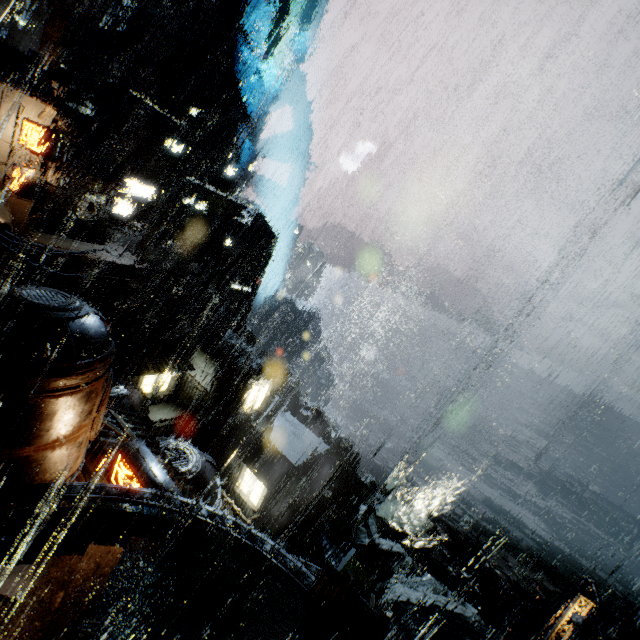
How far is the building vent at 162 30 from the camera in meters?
36.0 m

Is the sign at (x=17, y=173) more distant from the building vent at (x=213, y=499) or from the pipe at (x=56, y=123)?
the building vent at (x=213, y=499)

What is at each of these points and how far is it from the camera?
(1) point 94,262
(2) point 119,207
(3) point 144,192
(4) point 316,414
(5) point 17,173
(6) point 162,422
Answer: (1) building, 25.2m
(2) sign, 30.2m
(3) sign, 31.4m
(4) rock, 52.1m
(5) sign, 19.0m
(6) stairs, 31.9m

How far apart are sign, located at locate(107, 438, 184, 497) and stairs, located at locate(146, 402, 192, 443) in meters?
20.7 m

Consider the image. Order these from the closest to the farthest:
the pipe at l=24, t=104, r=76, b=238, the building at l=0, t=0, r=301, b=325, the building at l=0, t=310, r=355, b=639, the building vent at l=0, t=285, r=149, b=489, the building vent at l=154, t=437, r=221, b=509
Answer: the building at l=0, t=310, r=355, b=639 < the building vent at l=0, t=285, r=149, b=489 < the building vent at l=154, t=437, r=221, b=509 < the building at l=0, t=0, r=301, b=325 < the pipe at l=24, t=104, r=76, b=238

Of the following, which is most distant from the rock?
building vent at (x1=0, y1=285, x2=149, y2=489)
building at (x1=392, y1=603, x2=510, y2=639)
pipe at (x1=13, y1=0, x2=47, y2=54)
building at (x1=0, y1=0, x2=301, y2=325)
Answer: pipe at (x1=13, y1=0, x2=47, y2=54)

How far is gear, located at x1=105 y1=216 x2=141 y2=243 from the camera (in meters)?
31.51

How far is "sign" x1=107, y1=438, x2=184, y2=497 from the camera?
10.8m
